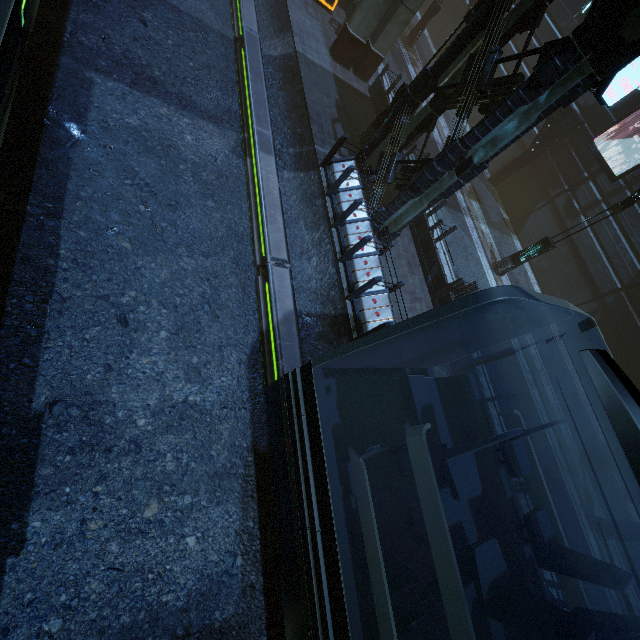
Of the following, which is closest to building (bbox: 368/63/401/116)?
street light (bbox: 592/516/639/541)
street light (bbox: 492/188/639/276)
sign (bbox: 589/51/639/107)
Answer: sign (bbox: 589/51/639/107)

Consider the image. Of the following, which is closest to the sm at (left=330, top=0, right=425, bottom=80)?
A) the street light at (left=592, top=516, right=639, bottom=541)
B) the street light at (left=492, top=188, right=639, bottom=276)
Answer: the street light at (left=492, top=188, right=639, bottom=276)

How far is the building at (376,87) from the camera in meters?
13.9 m

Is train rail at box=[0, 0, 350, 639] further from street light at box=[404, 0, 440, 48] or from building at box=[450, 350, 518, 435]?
street light at box=[404, 0, 440, 48]

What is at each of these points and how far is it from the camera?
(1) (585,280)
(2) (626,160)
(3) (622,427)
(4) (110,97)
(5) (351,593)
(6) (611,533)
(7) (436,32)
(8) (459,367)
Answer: (1) building, 16.41m
(2) building, 15.31m
(3) train, 2.68m
(4) train rail, 8.29m
(5) train, 3.72m
(6) street light, 11.17m
(7) building, 25.62m
(8) building, 10.16m

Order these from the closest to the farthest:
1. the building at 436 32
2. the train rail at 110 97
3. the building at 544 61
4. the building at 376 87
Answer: the train rail at 110 97 → the building at 544 61 → the building at 376 87 → the building at 436 32

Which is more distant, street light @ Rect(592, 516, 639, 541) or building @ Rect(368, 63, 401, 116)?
building @ Rect(368, 63, 401, 116)

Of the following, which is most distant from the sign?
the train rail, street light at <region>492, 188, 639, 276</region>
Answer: the train rail
